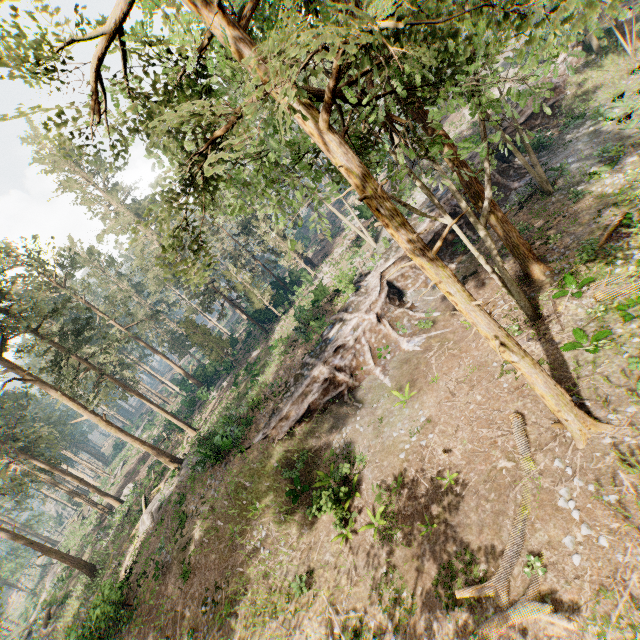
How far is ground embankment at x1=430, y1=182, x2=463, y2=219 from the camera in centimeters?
2645cm

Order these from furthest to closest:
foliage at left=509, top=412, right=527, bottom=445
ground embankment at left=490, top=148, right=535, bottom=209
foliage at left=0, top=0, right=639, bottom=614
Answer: ground embankment at left=490, top=148, right=535, bottom=209 < foliage at left=509, top=412, right=527, bottom=445 < foliage at left=0, top=0, right=639, bottom=614

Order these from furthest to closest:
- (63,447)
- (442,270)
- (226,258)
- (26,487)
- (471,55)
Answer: (63,447)
(226,258)
(26,487)
(442,270)
(471,55)

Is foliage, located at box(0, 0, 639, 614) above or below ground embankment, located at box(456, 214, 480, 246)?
above

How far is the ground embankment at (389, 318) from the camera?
21.9 meters
